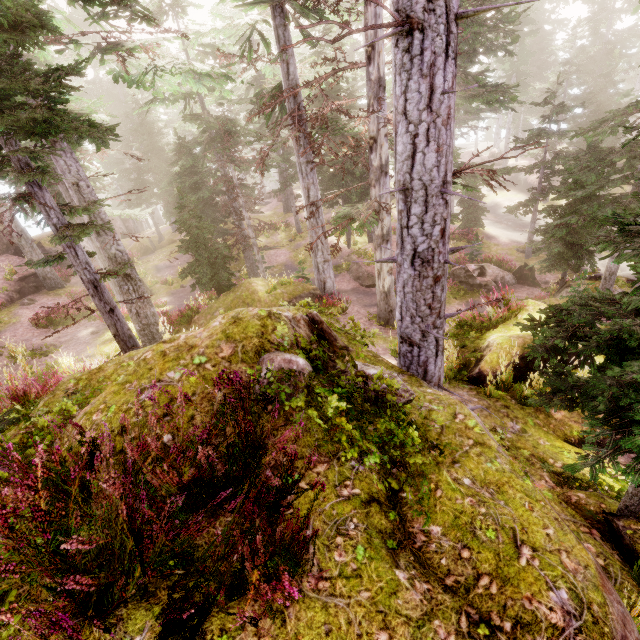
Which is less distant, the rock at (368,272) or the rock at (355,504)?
the rock at (355,504)

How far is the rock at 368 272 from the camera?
20.4 meters

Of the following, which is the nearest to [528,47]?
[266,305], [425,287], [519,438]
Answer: [266,305]

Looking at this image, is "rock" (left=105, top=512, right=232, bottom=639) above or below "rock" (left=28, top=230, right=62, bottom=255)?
above

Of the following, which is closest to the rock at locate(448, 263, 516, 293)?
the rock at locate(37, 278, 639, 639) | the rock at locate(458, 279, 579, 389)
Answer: the rock at locate(458, 279, 579, 389)

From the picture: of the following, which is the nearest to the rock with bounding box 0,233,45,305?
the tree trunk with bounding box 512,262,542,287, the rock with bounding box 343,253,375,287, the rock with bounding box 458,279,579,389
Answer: the rock with bounding box 343,253,375,287

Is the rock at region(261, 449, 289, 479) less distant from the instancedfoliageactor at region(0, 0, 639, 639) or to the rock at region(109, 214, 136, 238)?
the instancedfoliageactor at region(0, 0, 639, 639)
